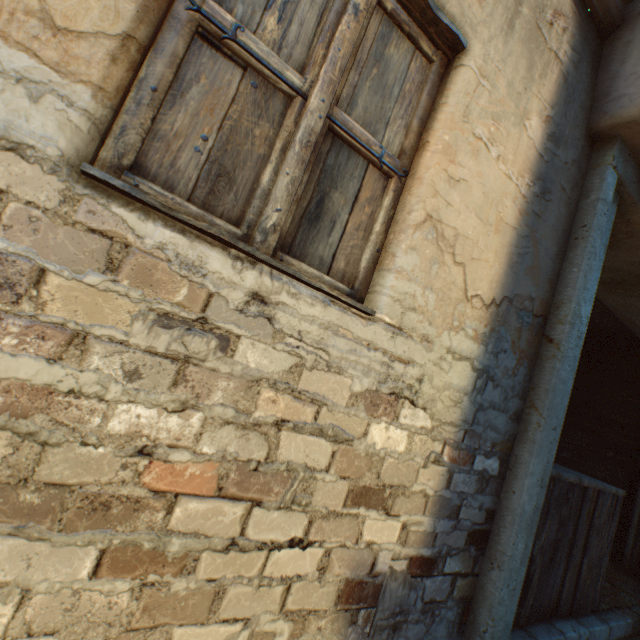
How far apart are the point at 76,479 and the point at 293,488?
0.6m

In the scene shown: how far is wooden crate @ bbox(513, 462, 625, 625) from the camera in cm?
208

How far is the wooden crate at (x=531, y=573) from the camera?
2.08m

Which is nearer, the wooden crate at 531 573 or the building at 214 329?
the building at 214 329

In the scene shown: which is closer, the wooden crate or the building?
the building
